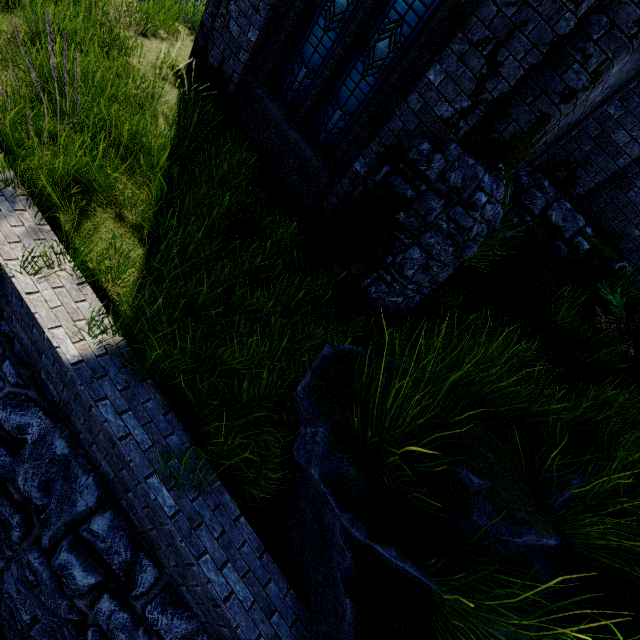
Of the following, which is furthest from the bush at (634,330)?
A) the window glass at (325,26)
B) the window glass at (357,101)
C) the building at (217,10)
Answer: the window glass at (325,26)

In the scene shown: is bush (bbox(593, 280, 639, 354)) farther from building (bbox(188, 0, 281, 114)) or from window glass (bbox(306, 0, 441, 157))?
window glass (bbox(306, 0, 441, 157))

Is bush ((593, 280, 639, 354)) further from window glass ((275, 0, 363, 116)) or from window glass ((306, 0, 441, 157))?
window glass ((275, 0, 363, 116))

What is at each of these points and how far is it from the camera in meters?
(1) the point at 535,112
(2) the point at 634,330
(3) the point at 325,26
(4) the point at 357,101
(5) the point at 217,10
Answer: (1) building, 4.0
(2) bush, 5.0
(3) window glass, 5.1
(4) window glass, 5.2
(5) building, 5.9

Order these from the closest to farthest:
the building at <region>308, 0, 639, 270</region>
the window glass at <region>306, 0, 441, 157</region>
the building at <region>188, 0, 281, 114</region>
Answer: the building at <region>308, 0, 639, 270</region>
the window glass at <region>306, 0, 441, 157</region>
the building at <region>188, 0, 281, 114</region>

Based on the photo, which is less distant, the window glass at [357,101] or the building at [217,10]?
the window glass at [357,101]

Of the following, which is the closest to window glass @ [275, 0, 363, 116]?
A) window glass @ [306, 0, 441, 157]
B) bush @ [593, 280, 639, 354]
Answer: window glass @ [306, 0, 441, 157]
